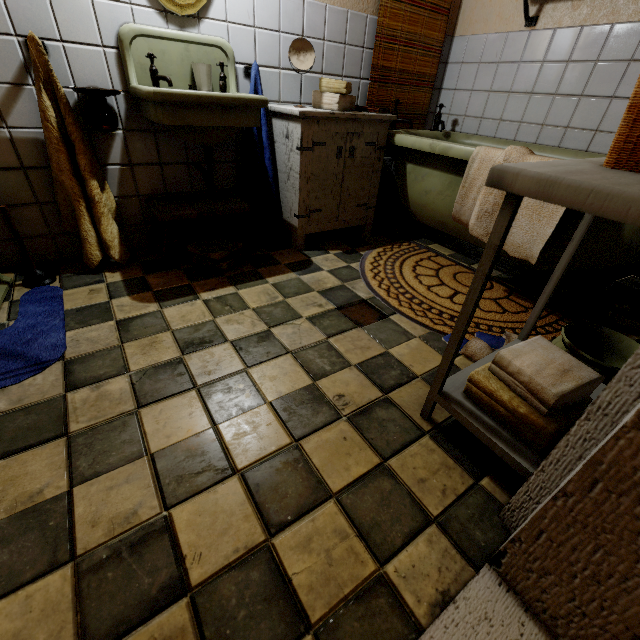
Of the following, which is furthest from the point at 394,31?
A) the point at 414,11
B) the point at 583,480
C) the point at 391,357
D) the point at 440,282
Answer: the point at 583,480

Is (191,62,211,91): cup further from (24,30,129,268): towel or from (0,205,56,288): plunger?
(0,205,56,288): plunger

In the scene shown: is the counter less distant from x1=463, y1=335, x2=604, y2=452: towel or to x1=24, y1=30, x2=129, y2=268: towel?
x1=463, y1=335, x2=604, y2=452: towel

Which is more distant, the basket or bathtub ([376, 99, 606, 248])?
bathtub ([376, 99, 606, 248])

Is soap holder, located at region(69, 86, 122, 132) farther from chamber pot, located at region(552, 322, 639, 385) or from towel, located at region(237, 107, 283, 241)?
chamber pot, located at region(552, 322, 639, 385)

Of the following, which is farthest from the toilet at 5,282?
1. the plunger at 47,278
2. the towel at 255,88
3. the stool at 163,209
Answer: the towel at 255,88

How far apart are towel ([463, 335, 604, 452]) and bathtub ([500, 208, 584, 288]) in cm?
86

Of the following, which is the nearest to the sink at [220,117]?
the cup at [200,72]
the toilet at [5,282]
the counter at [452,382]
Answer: the cup at [200,72]
